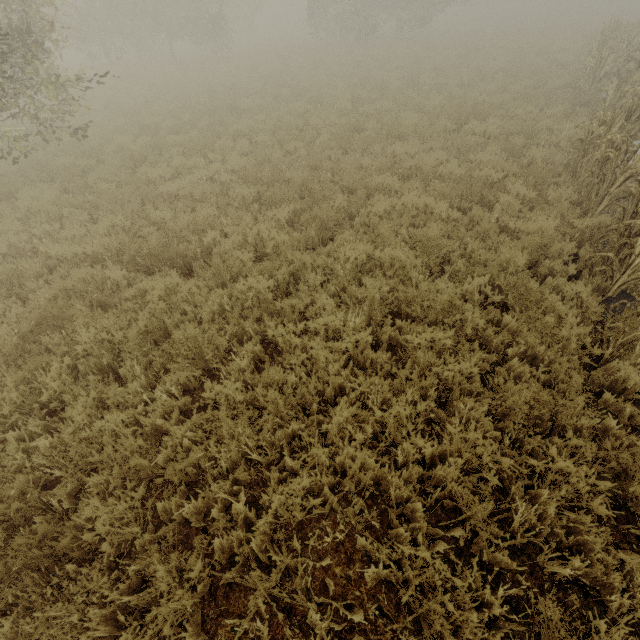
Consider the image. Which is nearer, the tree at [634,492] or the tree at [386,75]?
the tree at [634,492]

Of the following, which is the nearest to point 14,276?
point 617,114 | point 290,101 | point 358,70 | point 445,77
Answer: point 617,114

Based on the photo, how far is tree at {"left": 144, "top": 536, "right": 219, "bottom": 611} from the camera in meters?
2.5

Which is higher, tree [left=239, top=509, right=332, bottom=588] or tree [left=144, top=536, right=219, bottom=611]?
tree [left=144, top=536, right=219, bottom=611]

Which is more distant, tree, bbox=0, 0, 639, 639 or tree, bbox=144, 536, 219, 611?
tree, bbox=0, 0, 639, 639

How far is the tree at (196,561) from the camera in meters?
2.5 m
